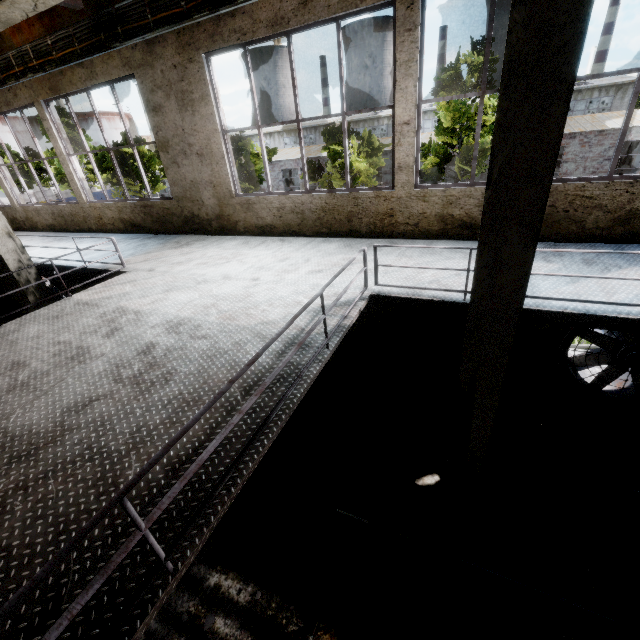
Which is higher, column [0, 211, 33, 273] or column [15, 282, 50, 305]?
column [0, 211, 33, 273]

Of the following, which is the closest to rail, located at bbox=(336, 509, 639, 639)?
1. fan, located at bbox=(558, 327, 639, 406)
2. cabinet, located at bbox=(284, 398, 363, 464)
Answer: cabinet, located at bbox=(284, 398, 363, 464)

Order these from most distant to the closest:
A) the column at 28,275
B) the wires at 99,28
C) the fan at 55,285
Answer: the fan at 55,285 → the column at 28,275 → the wires at 99,28

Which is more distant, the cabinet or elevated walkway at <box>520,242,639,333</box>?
the cabinet

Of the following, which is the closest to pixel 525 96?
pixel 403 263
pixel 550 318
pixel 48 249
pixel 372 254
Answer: pixel 550 318

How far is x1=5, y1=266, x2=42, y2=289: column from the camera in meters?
7.4 m

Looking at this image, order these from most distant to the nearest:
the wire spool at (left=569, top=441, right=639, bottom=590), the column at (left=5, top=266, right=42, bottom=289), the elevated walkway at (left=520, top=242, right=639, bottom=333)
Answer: the column at (left=5, top=266, right=42, bottom=289), the wire spool at (left=569, top=441, right=639, bottom=590), the elevated walkway at (left=520, top=242, right=639, bottom=333)

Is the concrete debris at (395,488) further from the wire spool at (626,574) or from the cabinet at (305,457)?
the wire spool at (626,574)
